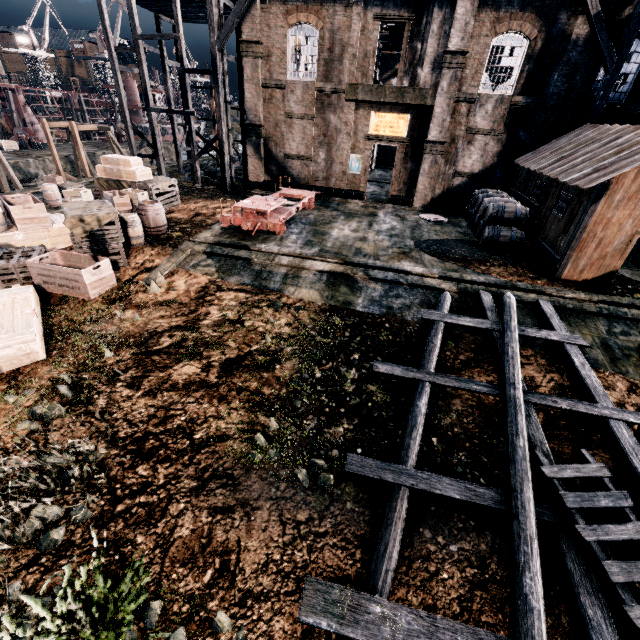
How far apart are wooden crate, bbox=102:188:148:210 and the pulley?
40.6 meters

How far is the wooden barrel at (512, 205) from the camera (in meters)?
15.52

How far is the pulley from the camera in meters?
41.0 m

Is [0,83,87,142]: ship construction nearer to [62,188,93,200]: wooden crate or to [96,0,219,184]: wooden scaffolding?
[96,0,219,184]: wooden scaffolding

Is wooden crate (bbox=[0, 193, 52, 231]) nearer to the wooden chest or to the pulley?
the wooden chest

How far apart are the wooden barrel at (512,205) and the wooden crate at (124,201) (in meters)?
16.87

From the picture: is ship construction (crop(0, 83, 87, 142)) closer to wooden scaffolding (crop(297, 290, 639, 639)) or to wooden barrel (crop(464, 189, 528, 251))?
wooden barrel (crop(464, 189, 528, 251))

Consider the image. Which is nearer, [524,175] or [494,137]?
[524,175]
